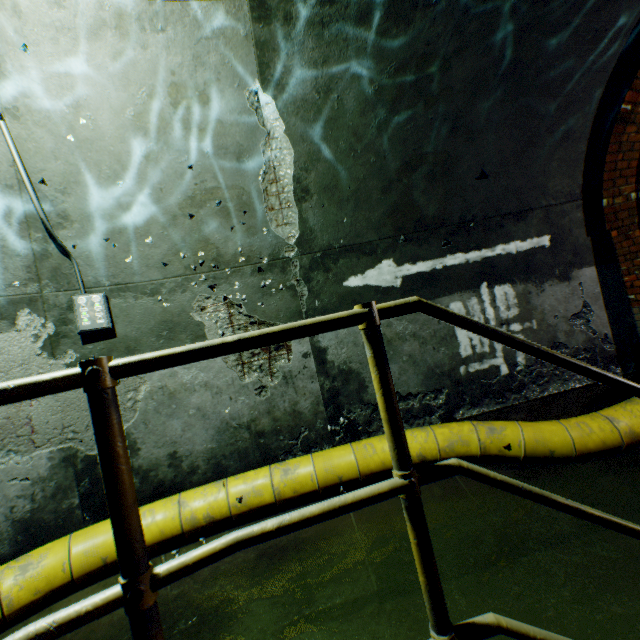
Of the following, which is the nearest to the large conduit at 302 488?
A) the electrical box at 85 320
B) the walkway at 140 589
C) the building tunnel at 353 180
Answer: the building tunnel at 353 180

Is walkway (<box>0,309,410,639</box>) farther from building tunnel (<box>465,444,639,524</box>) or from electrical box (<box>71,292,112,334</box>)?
electrical box (<box>71,292,112,334</box>)

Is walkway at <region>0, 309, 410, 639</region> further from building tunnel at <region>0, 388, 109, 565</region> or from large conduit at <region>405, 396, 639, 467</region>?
large conduit at <region>405, 396, 639, 467</region>

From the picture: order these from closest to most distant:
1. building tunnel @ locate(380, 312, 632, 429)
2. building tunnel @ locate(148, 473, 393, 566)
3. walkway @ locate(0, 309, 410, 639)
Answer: walkway @ locate(0, 309, 410, 639) < building tunnel @ locate(148, 473, 393, 566) < building tunnel @ locate(380, 312, 632, 429)

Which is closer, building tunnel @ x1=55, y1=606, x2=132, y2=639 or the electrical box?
building tunnel @ x1=55, y1=606, x2=132, y2=639

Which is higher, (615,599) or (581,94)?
(581,94)

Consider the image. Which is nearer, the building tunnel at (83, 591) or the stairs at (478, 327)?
the stairs at (478, 327)

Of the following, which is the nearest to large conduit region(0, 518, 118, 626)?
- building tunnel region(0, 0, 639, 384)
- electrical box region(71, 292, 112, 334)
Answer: building tunnel region(0, 0, 639, 384)
